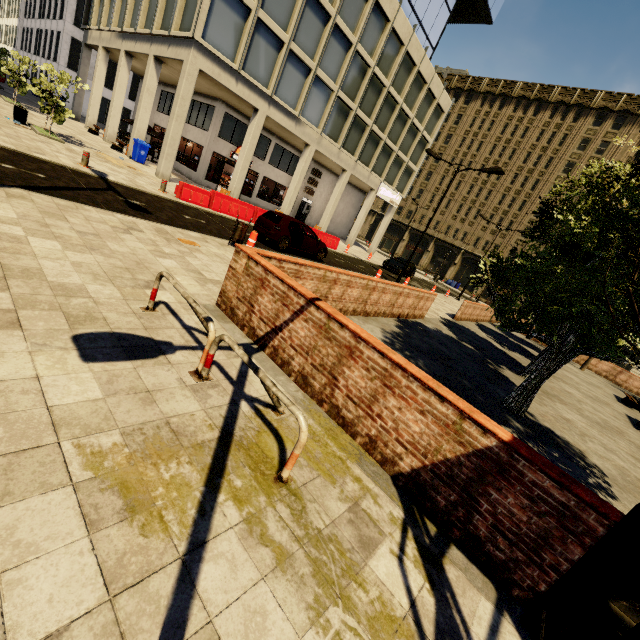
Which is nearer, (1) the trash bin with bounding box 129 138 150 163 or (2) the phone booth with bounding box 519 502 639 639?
(2) the phone booth with bounding box 519 502 639 639

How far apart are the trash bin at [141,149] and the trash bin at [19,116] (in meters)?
5.62

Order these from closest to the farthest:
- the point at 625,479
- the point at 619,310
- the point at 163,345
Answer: the point at 163,345, the point at 619,310, the point at 625,479

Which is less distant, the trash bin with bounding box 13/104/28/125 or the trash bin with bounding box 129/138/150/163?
the trash bin with bounding box 13/104/28/125

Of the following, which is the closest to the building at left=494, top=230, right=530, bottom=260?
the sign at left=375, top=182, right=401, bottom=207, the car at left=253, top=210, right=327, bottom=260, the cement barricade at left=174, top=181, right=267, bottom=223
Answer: the sign at left=375, top=182, right=401, bottom=207

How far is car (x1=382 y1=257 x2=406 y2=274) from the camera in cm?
2757

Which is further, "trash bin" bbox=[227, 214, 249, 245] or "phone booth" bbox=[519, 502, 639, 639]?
"trash bin" bbox=[227, 214, 249, 245]

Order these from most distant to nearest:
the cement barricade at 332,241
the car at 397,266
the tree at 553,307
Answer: the car at 397,266
the cement barricade at 332,241
the tree at 553,307
